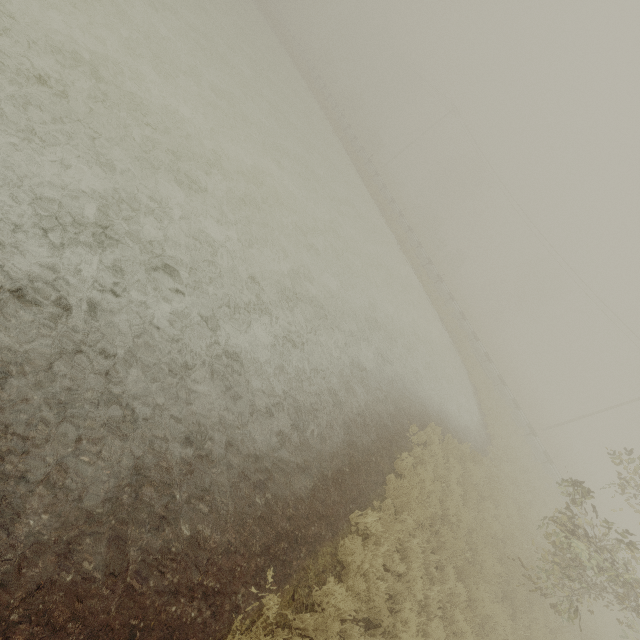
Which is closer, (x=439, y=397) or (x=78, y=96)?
(x=78, y=96)
